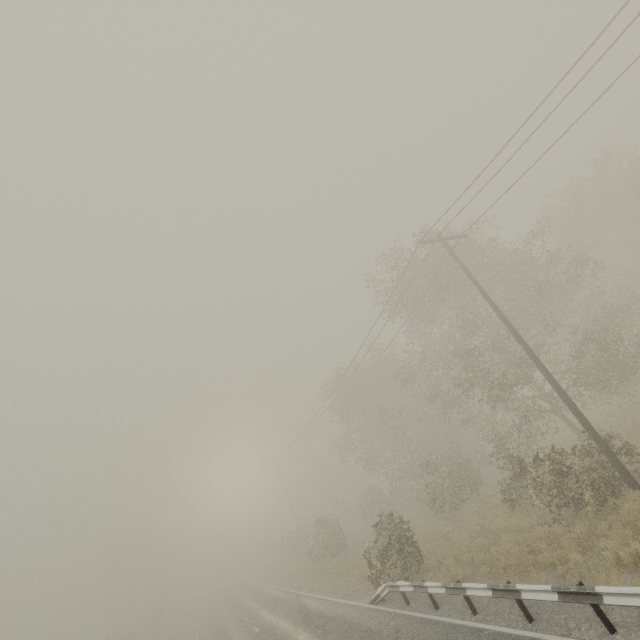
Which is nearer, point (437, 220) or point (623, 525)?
point (623, 525)

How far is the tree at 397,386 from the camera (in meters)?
12.05

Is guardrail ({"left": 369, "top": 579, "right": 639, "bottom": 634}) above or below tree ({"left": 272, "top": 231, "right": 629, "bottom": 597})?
below

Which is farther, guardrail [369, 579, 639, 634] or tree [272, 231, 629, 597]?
tree [272, 231, 629, 597]

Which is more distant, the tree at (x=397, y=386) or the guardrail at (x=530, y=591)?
the tree at (x=397, y=386)

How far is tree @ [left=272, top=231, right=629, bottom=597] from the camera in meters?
12.1
